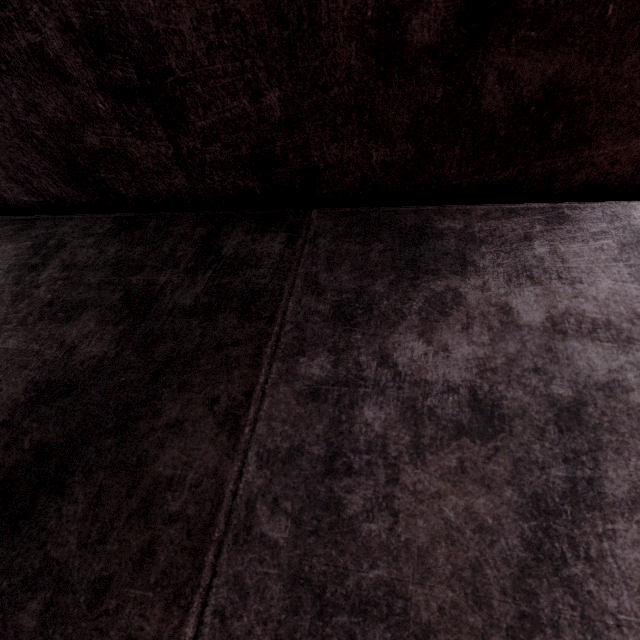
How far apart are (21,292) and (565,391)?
1.6m
